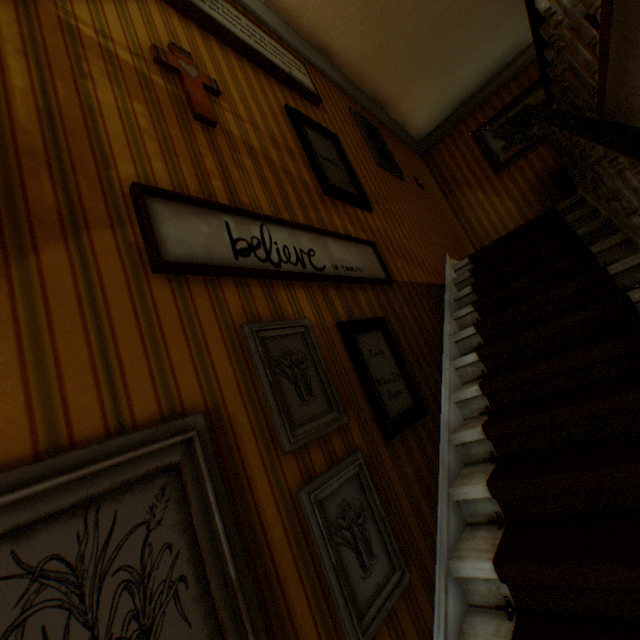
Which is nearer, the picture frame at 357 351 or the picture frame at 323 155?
the picture frame at 357 351

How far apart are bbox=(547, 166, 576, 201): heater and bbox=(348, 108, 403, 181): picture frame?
2.4m

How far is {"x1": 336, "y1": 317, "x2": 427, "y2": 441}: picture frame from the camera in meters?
1.9

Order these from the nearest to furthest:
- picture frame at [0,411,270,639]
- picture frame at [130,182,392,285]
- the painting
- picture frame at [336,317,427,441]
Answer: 1. picture frame at [0,411,270,639]
2. picture frame at [130,182,392,285]
3. picture frame at [336,317,427,441]
4. the painting

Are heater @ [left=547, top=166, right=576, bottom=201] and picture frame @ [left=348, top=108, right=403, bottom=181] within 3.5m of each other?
yes

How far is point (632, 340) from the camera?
1.9 meters

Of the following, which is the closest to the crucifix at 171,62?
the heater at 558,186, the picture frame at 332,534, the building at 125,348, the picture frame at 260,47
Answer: the building at 125,348

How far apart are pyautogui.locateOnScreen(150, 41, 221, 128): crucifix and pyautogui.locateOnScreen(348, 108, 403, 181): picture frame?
2.54m
